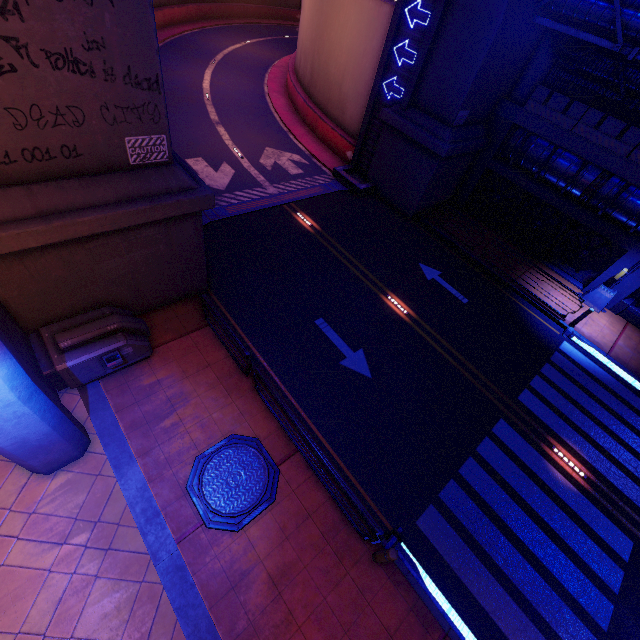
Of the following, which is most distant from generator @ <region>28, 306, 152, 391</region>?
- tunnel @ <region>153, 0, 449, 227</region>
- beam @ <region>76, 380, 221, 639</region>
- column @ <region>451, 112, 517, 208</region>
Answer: column @ <region>451, 112, 517, 208</region>

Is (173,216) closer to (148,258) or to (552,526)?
(148,258)

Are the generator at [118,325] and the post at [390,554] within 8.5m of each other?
yes

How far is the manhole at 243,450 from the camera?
7.4m

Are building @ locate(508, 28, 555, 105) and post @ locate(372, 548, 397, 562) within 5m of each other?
no

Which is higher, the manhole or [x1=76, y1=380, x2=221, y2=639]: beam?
the manhole

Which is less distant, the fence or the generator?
the generator

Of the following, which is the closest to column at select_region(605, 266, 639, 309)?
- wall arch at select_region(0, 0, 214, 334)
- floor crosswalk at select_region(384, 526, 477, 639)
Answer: wall arch at select_region(0, 0, 214, 334)
